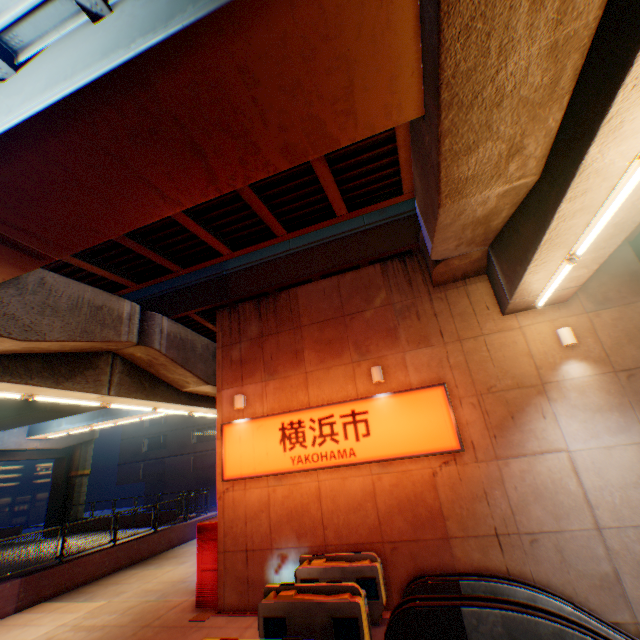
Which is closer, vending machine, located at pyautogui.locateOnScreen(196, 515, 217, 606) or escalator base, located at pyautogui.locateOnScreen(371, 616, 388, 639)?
escalator base, located at pyautogui.locateOnScreen(371, 616, 388, 639)

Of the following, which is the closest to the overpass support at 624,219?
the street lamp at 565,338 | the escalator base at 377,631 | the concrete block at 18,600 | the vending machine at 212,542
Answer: the concrete block at 18,600

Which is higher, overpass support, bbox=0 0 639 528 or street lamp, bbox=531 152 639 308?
overpass support, bbox=0 0 639 528

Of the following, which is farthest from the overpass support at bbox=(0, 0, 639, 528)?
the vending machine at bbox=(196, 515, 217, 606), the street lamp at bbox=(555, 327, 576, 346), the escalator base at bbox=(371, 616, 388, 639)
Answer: the escalator base at bbox=(371, 616, 388, 639)

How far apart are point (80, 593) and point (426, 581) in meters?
12.4

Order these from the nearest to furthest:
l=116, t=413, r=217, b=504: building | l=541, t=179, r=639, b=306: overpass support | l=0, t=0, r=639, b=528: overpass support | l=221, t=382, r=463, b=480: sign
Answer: l=0, t=0, r=639, b=528: overpass support → l=541, t=179, r=639, b=306: overpass support → l=221, t=382, r=463, b=480: sign → l=116, t=413, r=217, b=504: building

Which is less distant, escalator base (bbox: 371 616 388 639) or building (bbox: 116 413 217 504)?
escalator base (bbox: 371 616 388 639)

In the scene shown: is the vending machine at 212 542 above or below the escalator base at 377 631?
above
